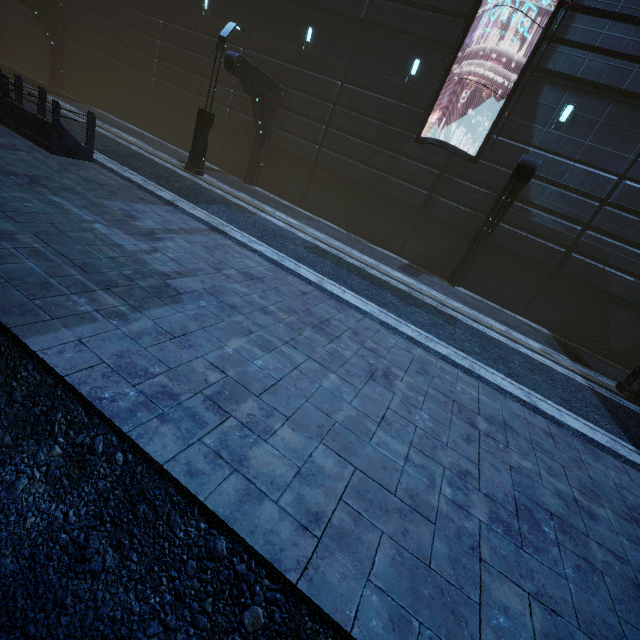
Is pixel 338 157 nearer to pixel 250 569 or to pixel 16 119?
pixel 16 119

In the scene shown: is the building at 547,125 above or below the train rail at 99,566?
above

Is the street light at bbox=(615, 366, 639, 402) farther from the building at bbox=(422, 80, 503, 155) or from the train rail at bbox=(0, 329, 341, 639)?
the train rail at bbox=(0, 329, 341, 639)

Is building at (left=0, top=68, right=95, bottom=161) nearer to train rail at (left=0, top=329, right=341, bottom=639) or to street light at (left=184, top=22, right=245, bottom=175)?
train rail at (left=0, top=329, right=341, bottom=639)

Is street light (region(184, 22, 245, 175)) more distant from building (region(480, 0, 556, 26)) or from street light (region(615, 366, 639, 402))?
street light (region(615, 366, 639, 402))

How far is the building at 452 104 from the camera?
12.88m

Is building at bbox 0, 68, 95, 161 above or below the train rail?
above
